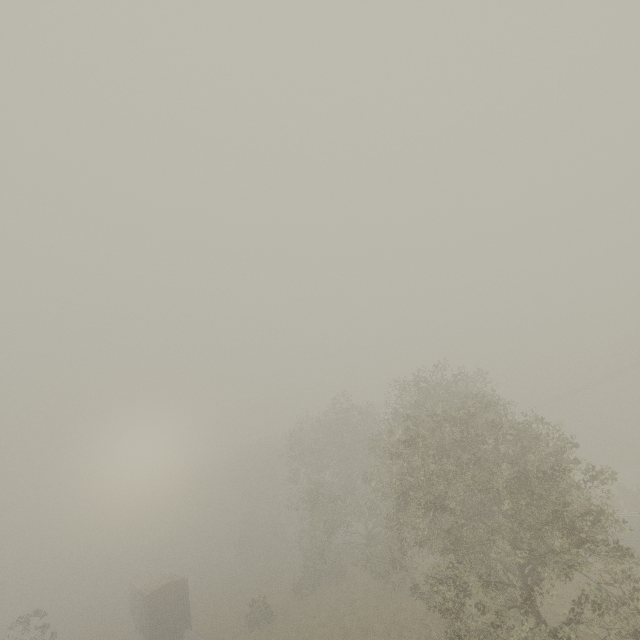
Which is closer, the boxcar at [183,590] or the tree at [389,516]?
the tree at [389,516]

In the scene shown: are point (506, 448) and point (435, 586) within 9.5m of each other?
yes

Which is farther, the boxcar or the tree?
the boxcar
